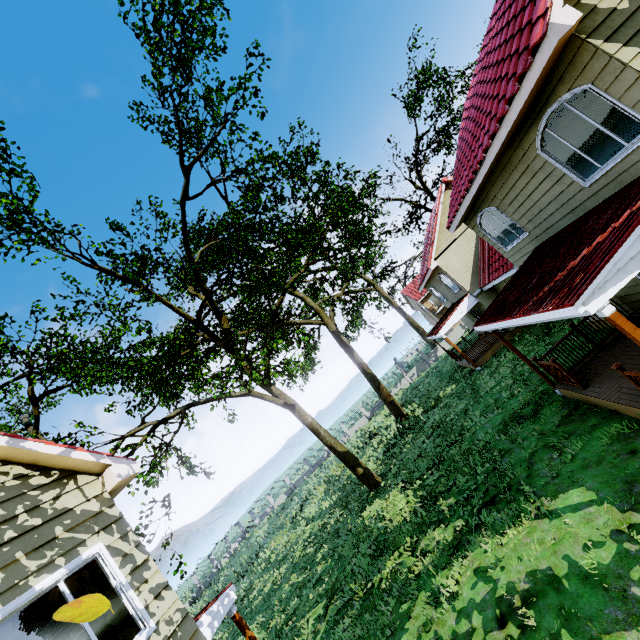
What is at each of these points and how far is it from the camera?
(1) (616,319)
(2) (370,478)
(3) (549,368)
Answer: (1) pillar, 4.7 meters
(2) tree, 16.2 meters
(3) wooden rail, 9.2 meters

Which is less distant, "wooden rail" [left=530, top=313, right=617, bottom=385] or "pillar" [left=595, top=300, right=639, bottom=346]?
"pillar" [left=595, top=300, right=639, bottom=346]

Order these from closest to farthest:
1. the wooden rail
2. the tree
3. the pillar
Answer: the pillar → the wooden rail → the tree

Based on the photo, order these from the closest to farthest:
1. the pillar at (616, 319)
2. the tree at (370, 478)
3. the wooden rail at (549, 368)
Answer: the pillar at (616, 319) < the wooden rail at (549, 368) < the tree at (370, 478)

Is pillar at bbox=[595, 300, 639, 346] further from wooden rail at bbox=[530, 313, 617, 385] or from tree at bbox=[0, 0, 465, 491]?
tree at bbox=[0, 0, 465, 491]

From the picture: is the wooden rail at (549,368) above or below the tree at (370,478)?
below

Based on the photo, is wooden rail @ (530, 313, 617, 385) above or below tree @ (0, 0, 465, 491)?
below
